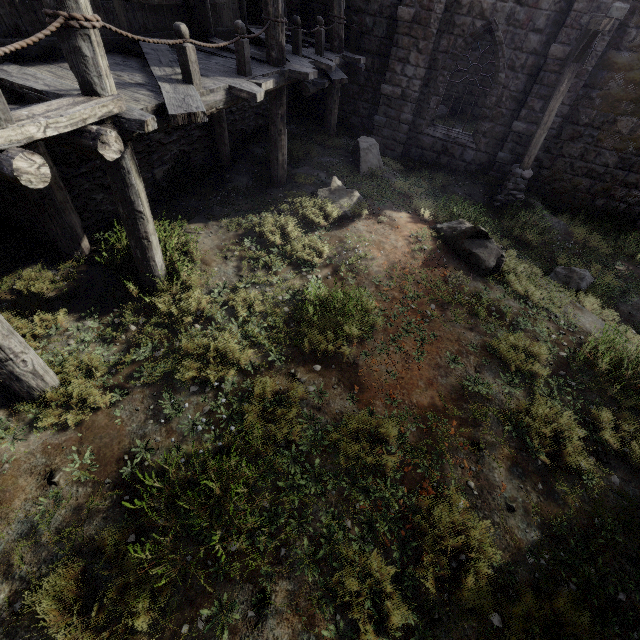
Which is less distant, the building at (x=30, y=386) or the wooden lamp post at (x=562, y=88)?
the building at (x=30, y=386)

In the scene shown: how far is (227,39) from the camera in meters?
8.5

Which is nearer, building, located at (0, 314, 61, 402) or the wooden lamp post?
building, located at (0, 314, 61, 402)

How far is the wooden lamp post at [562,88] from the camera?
7.5m

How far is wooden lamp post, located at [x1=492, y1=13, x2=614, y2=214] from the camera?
7.5m
